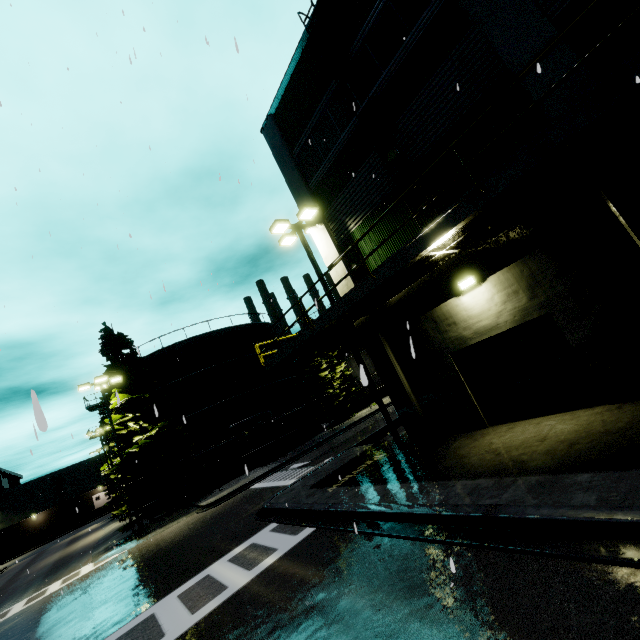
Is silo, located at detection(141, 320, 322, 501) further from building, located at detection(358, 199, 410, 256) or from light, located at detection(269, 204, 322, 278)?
light, located at detection(269, 204, 322, 278)

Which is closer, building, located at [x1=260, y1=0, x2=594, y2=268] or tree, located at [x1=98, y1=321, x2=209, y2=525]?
building, located at [x1=260, y1=0, x2=594, y2=268]

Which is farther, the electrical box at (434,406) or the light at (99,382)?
the light at (99,382)

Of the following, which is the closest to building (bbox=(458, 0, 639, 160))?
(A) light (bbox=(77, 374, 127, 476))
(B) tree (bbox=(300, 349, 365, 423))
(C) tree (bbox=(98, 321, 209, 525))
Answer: (C) tree (bbox=(98, 321, 209, 525))

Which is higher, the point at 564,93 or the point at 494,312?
the point at 564,93

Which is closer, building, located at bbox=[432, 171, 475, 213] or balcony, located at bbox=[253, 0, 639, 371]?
balcony, located at bbox=[253, 0, 639, 371]

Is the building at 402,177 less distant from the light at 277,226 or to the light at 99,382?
the light at 277,226
